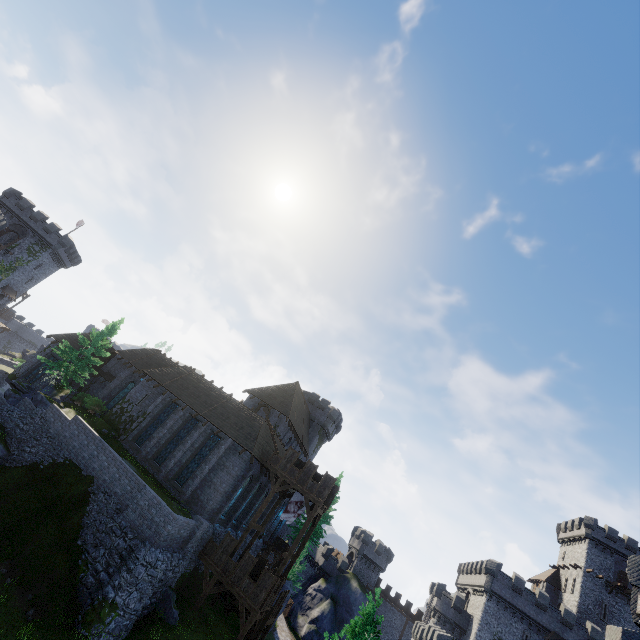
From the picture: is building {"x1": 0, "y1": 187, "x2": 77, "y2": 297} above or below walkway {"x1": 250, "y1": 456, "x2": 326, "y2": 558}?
above

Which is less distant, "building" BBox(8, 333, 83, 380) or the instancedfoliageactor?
the instancedfoliageactor

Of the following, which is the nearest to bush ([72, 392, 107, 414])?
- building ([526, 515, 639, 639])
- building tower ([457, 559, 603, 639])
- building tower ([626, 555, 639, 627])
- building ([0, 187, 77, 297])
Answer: building ([0, 187, 77, 297])

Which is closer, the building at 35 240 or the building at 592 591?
the building at 592 591

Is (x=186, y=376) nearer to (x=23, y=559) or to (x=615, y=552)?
(x=23, y=559)

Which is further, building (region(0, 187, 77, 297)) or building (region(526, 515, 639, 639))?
building (region(0, 187, 77, 297))

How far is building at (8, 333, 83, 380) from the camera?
36.38m

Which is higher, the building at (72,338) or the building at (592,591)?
the building at (592,591)
